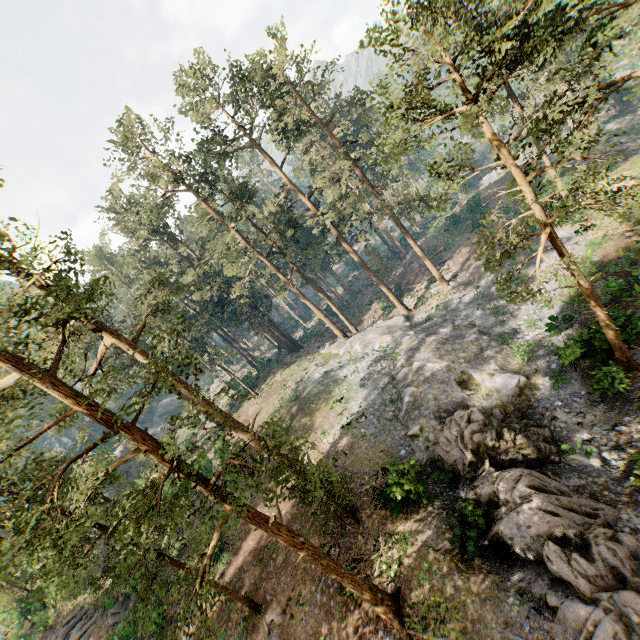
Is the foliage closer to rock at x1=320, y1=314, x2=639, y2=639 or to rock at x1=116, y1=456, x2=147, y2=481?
rock at x1=320, y1=314, x2=639, y2=639

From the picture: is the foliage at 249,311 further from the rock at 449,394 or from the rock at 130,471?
the rock at 130,471

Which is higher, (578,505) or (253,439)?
(253,439)

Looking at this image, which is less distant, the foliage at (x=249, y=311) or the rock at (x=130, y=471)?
the foliage at (x=249, y=311)

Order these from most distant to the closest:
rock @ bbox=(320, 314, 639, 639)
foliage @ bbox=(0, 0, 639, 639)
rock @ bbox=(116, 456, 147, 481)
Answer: rock @ bbox=(116, 456, 147, 481) < rock @ bbox=(320, 314, 639, 639) < foliage @ bbox=(0, 0, 639, 639)

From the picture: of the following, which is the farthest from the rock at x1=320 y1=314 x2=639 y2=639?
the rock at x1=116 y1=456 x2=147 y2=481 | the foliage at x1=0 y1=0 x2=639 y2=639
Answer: the rock at x1=116 y1=456 x2=147 y2=481
